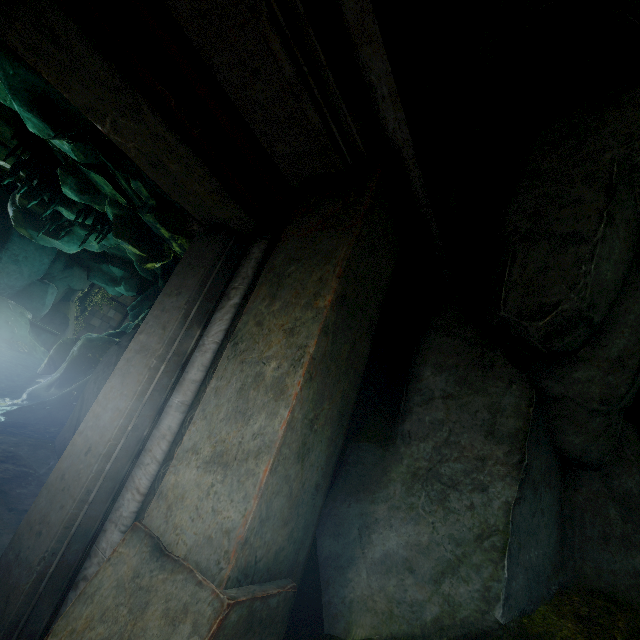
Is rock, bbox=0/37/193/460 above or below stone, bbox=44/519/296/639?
above

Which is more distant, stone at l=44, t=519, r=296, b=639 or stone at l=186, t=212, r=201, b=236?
stone at l=186, t=212, r=201, b=236

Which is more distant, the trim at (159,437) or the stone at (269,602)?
the trim at (159,437)

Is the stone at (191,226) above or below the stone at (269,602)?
above

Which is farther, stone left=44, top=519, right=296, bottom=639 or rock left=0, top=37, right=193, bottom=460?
rock left=0, top=37, right=193, bottom=460

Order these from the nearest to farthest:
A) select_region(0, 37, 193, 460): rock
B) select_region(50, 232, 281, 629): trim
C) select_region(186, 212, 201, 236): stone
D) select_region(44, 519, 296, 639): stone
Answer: select_region(44, 519, 296, 639): stone → select_region(50, 232, 281, 629): trim → select_region(186, 212, 201, 236): stone → select_region(0, 37, 193, 460): rock

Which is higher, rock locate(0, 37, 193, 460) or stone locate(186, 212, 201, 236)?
rock locate(0, 37, 193, 460)

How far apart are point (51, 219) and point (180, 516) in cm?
2198
